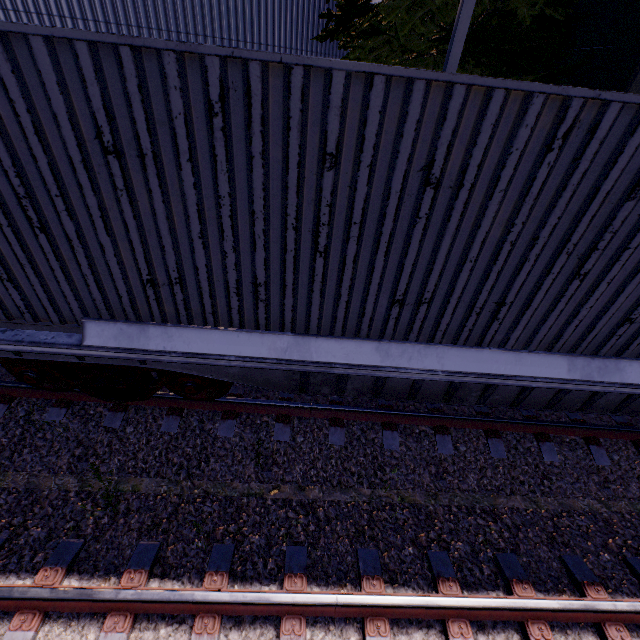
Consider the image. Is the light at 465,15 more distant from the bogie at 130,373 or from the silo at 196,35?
the bogie at 130,373

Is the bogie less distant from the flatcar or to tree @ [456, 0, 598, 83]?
the flatcar

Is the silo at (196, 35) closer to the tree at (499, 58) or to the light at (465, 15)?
the tree at (499, 58)

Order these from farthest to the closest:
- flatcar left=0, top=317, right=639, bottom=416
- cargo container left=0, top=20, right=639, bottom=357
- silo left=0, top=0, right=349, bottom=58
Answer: silo left=0, top=0, right=349, bottom=58, flatcar left=0, top=317, right=639, bottom=416, cargo container left=0, top=20, right=639, bottom=357

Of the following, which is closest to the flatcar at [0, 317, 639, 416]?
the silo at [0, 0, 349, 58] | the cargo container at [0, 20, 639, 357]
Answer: the cargo container at [0, 20, 639, 357]

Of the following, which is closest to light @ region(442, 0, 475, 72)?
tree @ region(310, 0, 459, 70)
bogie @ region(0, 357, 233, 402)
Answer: tree @ region(310, 0, 459, 70)

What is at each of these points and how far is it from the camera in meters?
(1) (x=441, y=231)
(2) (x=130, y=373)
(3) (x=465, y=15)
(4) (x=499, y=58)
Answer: (1) cargo container, 2.8 m
(2) bogie, 4.0 m
(3) light, 4.7 m
(4) tree, 6.7 m

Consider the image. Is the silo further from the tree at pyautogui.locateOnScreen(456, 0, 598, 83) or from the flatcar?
the flatcar
